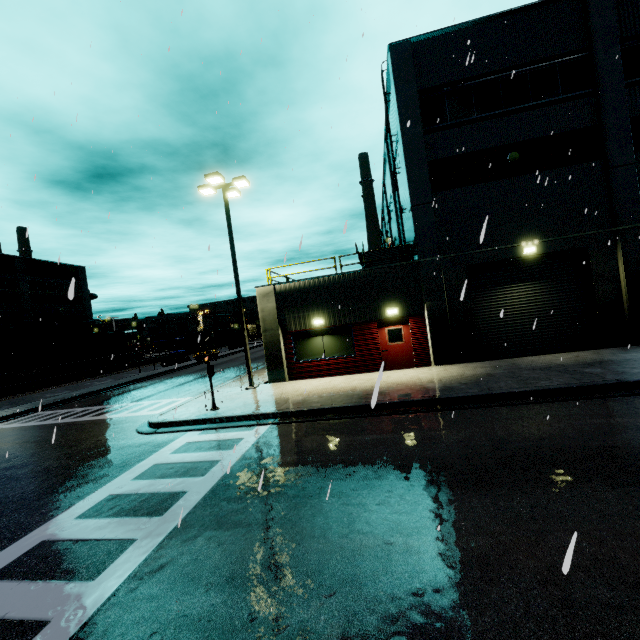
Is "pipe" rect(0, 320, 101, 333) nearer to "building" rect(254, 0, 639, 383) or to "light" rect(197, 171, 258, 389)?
"building" rect(254, 0, 639, 383)

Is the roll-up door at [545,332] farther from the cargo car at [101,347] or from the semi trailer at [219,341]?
the cargo car at [101,347]

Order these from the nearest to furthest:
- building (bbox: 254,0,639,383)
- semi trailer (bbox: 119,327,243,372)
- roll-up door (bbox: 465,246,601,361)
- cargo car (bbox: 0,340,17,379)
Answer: building (bbox: 254,0,639,383), roll-up door (bbox: 465,246,601,361), cargo car (bbox: 0,340,17,379), semi trailer (bbox: 119,327,243,372)

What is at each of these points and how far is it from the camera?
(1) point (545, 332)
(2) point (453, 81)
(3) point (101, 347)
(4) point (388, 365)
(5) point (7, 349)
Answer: (1) roll-up door, 14.4 meters
(2) building, 14.5 meters
(3) cargo car, 40.7 meters
(4) door, 15.4 meters
(5) cargo car, 30.5 meters

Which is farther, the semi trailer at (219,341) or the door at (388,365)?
the semi trailer at (219,341)

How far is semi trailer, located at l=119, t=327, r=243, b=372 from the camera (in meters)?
35.07

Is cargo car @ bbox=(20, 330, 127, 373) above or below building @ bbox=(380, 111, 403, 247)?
below
